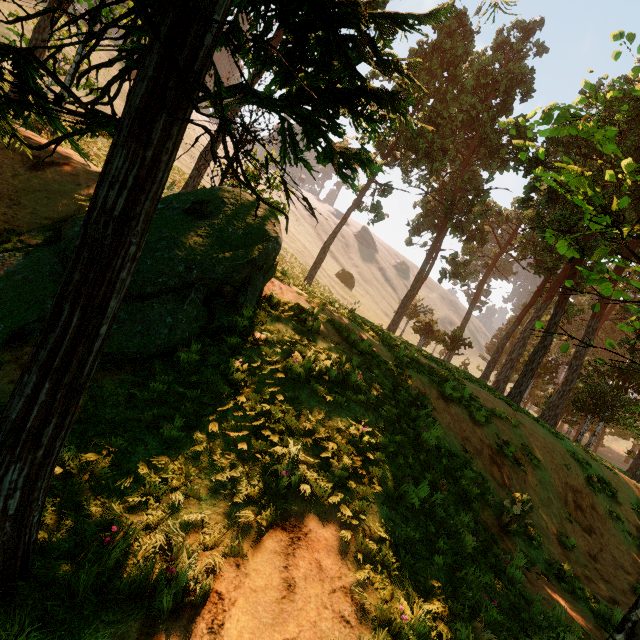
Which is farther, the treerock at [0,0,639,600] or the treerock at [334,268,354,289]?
the treerock at [334,268,354,289]

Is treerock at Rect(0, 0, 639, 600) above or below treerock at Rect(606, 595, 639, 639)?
above

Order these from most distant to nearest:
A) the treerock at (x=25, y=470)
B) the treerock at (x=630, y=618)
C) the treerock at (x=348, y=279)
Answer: the treerock at (x=348, y=279), the treerock at (x=630, y=618), the treerock at (x=25, y=470)

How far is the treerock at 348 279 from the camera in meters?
55.0

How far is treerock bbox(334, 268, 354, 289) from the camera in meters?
55.0

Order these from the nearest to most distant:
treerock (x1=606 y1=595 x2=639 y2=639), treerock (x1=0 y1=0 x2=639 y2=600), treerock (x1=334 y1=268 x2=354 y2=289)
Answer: treerock (x1=0 y1=0 x2=639 y2=600) < treerock (x1=606 y1=595 x2=639 y2=639) < treerock (x1=334 y1=268 x2=354 y2=289)

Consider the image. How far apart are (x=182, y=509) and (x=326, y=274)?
47.07m
